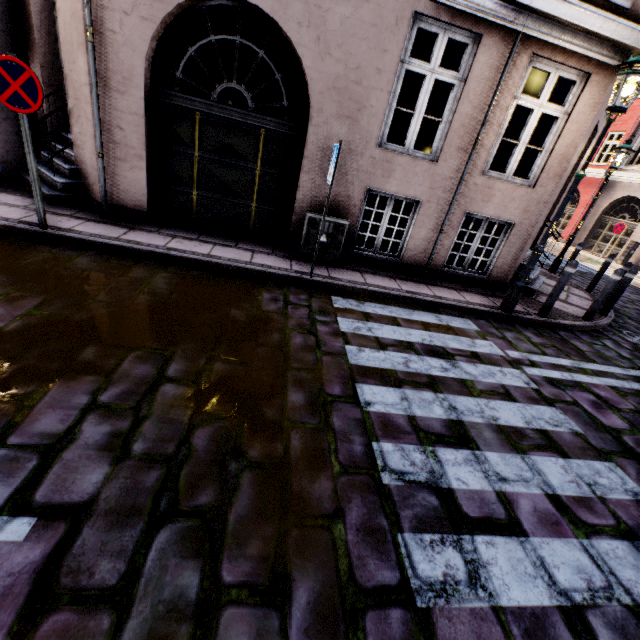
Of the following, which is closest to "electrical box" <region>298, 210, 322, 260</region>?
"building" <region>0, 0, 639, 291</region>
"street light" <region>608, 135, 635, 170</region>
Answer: "building" <region>0, 0, 639, 291</region>

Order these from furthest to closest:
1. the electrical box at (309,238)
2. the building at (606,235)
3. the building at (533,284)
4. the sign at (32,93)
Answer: the building at (606,235) < the building at (533,284) < the electrical box at (309,238) < the sign at (32,93)

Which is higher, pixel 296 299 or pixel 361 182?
pixel 361 182

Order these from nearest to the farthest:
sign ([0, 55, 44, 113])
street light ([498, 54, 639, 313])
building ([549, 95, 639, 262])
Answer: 1. sign ([0, 55, 44, 113])
2. street light ([498, 54, 639, 313])
3. building ([549, 95, 639, 262])

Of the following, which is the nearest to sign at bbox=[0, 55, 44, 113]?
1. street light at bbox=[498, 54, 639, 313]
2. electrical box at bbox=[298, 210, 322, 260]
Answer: street light at bbox=[498, 54, 639, 313]

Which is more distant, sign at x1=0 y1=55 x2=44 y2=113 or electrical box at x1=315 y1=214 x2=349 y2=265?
electrical box at x1=315 y1=214 x2=349 y2=265

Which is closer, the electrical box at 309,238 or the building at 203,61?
the building at 203,61

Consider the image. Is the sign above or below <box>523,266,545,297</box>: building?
above
